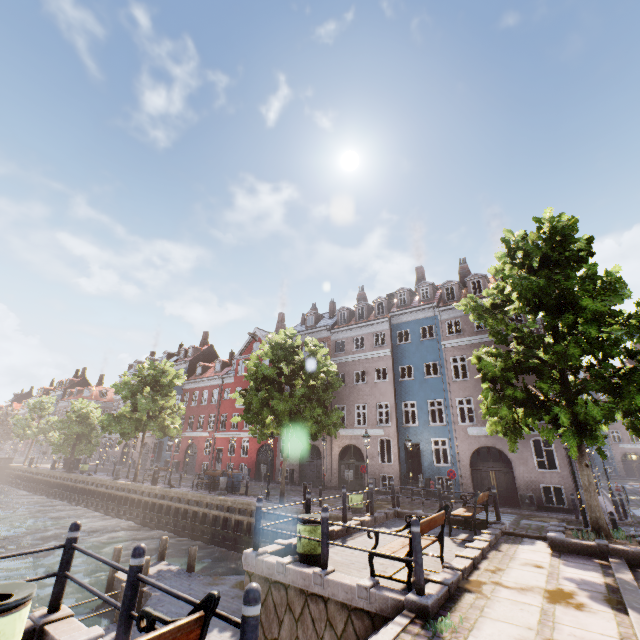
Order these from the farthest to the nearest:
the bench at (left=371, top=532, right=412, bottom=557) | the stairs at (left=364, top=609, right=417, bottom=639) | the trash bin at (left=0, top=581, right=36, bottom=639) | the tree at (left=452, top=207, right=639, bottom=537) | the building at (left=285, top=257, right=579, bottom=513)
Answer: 1. the building at (left=285, top=257, right=579, bottom=513)
2. the tree at (left=452, top=207, right=639, bottom=537)
3. the bench at (left=371, top=532, right=412, bottom=557)
4. the stairs at (left=364, top=609, right=417, bottom=639)
5. the trash bin at (left=0, top=581, right=36, bottom=639)

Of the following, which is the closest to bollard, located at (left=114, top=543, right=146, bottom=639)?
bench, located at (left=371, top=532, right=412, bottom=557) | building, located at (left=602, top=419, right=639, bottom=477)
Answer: bench, located at (left=371, top=532, right=412, bottom=557)

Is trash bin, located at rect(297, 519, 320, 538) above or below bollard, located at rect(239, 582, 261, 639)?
below

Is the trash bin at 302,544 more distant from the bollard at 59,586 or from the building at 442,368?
the building at 442,368

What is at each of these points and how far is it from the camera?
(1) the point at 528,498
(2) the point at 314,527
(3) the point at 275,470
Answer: (1) electrical box, 18.2 meters
(2) trash bin, 7.6 meters
(3) building, 30.0 meters

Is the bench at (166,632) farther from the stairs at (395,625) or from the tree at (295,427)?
the tree at (295,427)

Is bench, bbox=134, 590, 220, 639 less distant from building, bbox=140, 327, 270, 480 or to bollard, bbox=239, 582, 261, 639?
bollard, bbox=239, 582, 261, 639

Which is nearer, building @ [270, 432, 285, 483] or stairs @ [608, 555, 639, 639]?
stairs @ [608, 555, 639, 639]
